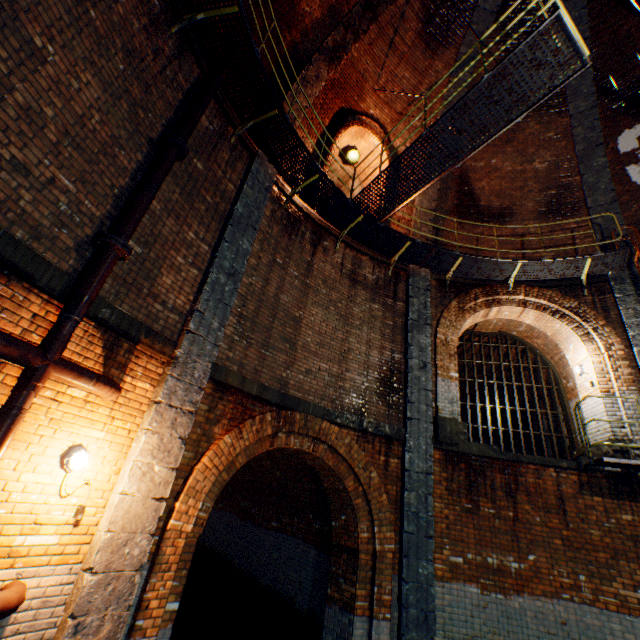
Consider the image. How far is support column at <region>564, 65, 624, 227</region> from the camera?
9.5 meters

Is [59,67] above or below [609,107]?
below

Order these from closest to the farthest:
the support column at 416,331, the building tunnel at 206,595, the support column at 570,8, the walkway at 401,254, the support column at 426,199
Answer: the walkway at 401,254
the support column at 416,331
the building tunnel at 206,595
the support column at 570,8
the support column at 426,199

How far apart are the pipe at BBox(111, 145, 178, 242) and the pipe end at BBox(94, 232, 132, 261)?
0.0 meters

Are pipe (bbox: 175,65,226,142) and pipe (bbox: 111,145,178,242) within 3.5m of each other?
yes

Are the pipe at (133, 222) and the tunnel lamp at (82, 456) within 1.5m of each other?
no

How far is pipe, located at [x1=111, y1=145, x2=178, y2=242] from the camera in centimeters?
396cm

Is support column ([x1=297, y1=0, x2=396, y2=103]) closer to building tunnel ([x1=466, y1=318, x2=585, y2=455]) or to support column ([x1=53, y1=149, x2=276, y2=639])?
support column ([x1=53, y1=149, x2=276, y2=639])
